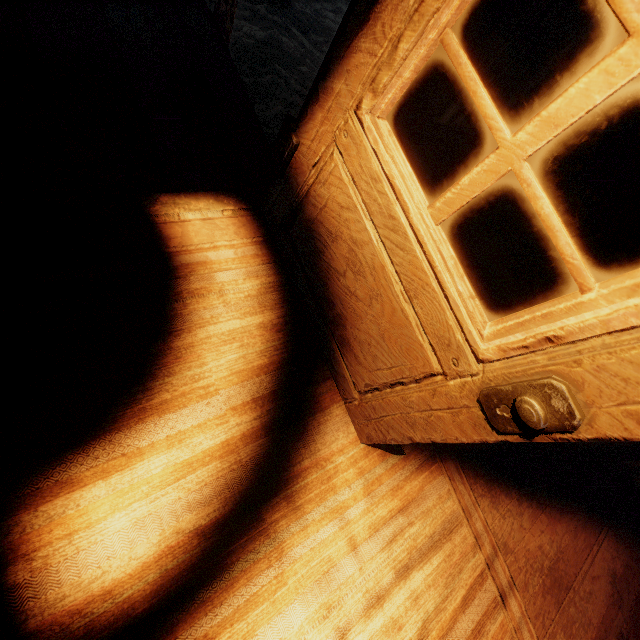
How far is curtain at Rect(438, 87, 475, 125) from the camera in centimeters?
159cm

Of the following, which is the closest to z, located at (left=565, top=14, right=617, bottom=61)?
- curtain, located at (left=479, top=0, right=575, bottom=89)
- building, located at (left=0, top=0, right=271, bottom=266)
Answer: building, located at (left=0, top=0, right=271, bottom=266)

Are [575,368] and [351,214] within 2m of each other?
yes

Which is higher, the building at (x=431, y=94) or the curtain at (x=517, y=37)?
the curtain at (x=517, y=37)

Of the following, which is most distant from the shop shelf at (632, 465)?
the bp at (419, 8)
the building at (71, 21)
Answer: the bp at (419, 8)

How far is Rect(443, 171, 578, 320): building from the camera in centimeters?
306cm

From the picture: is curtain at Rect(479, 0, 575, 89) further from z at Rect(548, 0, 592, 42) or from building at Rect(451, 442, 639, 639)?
z at Rect(548, 0, 592, 42)

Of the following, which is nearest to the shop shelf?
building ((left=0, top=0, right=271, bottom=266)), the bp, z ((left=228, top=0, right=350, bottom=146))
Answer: building ((left=0, top=0, right=271, bottom=266))
